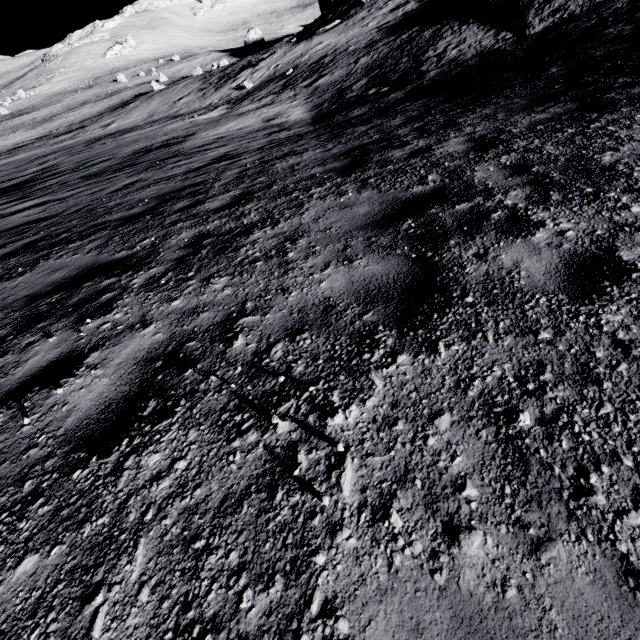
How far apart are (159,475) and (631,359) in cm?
250
